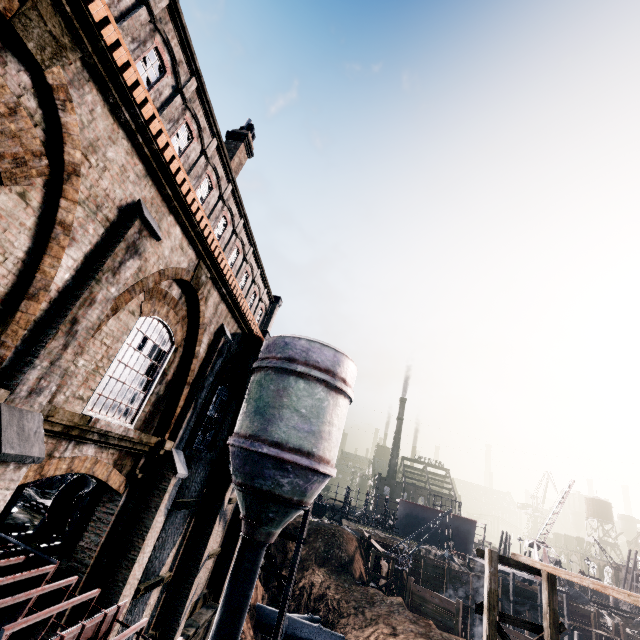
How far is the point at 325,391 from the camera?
13.84m

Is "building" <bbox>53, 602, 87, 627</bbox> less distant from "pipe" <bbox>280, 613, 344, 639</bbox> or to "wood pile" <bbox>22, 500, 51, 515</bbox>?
"pipe" <bbox>280, 613, 344, 639</bbox>

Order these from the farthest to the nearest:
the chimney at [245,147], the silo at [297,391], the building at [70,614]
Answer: the chimney at [245,147] < the silo at [297,391] < the building at [70,614]

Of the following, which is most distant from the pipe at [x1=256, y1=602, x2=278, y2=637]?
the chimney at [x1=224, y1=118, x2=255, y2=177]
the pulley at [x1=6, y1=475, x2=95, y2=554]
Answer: the chimney at [x1=224, y1=118, x2=255, y2=177]

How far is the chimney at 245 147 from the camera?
21.5 meters

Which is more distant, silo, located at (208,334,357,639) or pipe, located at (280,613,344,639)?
pipe, located at (280,613,344,639)

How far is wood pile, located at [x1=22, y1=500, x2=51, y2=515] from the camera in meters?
13.7

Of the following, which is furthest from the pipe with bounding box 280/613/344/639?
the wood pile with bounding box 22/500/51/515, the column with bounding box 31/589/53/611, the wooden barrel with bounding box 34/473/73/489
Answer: the column with bounding box 31/589/53/611
